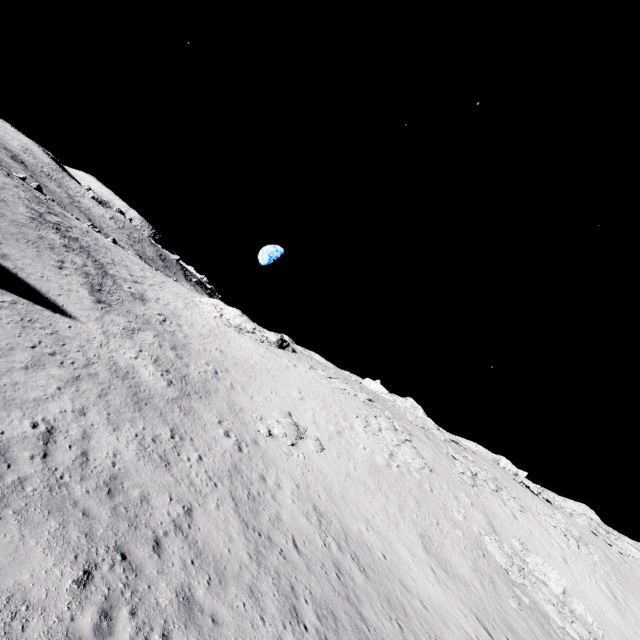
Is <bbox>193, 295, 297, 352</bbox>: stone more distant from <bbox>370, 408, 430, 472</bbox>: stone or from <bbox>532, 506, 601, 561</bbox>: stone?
<bbox>532, 506, 601, 561</bbox>: stone

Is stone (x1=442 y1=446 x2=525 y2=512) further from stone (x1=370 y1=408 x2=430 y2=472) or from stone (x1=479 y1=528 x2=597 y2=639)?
stone (x1=370 y1=408 x2=430 y2=472)

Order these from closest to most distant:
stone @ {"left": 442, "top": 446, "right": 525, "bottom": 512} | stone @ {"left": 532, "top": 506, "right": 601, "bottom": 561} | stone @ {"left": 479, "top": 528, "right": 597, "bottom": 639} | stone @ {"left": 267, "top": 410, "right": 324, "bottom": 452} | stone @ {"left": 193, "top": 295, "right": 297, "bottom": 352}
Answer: stone @ {"left": 479, "top": 528, "right": 597, "bottom": 639} → stone @ {"left": 267, "top": 410, "right": 324, "bottom": 452} → stone @ {"left": 442, "top": 446, "right": 525, "bottom": 512} → stone @ {"left": 532, "top": 506, "right": 601, "bottom": 561} → stone @ {"left": 193, "top": 295, "right": 297, "bottom": 352}

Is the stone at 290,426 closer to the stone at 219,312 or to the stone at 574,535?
the stone at 219,312

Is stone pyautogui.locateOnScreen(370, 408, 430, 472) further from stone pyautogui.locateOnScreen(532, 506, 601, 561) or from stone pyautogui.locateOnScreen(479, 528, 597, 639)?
stone pyautogui.locateOnScreen(532, 506, 601, 561)

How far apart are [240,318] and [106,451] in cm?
2996

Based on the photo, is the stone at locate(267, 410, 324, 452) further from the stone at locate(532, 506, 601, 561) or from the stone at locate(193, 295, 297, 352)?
the stone at locate(532, 506, 601, 561)
